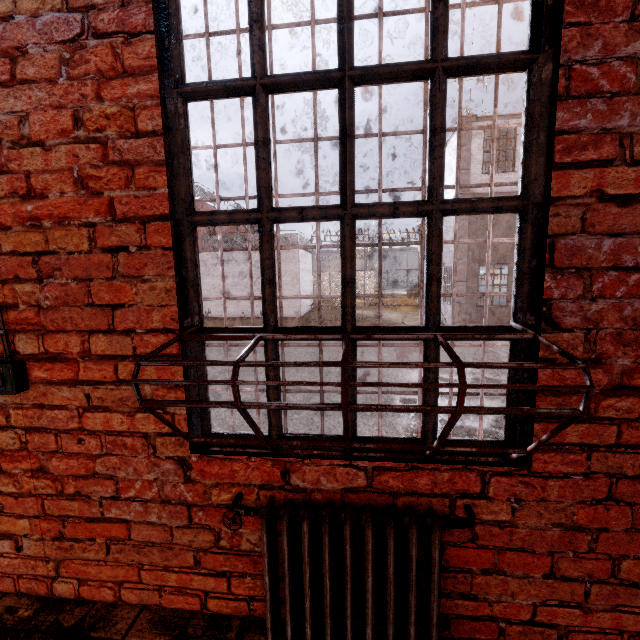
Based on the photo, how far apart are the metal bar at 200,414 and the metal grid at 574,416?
0.0 meters

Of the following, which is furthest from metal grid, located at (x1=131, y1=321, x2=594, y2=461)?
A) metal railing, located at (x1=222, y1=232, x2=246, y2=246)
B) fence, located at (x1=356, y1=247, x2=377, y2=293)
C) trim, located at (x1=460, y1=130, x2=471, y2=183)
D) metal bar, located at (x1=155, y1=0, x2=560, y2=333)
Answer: fence, located at (x1=356, y1=247, x2=377, y2=293)

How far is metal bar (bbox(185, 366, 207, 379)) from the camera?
1.4m

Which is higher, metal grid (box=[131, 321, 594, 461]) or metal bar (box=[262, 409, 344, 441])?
metal grid (box=[131, 321, 594, 461])

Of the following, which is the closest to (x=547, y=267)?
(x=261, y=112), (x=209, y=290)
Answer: (x=261, y=112)

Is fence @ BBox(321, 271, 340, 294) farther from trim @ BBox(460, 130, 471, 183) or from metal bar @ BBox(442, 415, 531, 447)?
metal bar @ BBox(442, 415, 531, 447)

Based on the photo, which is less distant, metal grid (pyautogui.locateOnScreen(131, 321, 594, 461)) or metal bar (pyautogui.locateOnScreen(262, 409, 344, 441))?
metal grid (pyautogui.locateOnScreen(131, 321, 594, 461))

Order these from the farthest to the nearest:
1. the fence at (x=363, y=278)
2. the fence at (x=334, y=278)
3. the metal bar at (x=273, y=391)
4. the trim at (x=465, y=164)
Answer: the fence at (x=334, y=278), the fence at (x=363, y=278), the trim at (x=465, y=164), the metal bar at (x=273, y=391)
